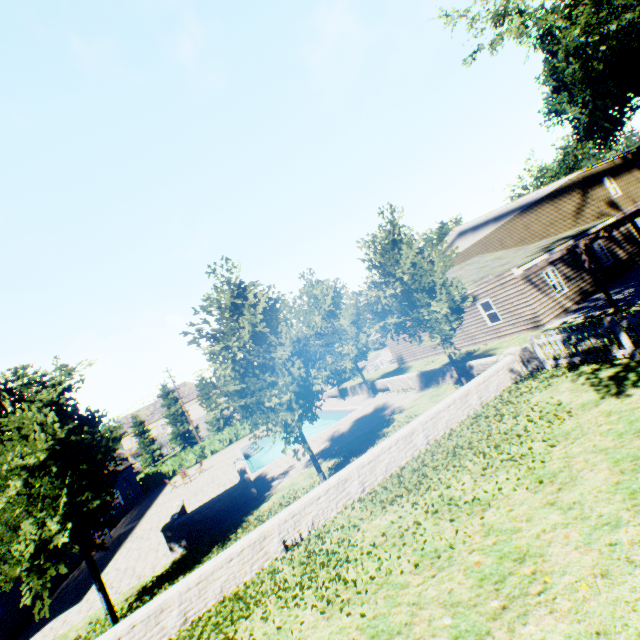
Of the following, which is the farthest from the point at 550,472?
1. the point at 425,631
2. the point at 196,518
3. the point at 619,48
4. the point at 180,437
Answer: the point at 180,437

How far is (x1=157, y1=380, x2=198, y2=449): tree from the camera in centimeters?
5109cm

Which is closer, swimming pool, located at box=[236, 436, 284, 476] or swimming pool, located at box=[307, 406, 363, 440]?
swimming pool, located at box=[236, 436, 284, 476]

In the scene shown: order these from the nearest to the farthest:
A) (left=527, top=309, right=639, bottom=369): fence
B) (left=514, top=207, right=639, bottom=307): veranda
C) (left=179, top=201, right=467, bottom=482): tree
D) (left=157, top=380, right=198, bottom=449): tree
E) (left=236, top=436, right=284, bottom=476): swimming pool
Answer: (left=527, top=309, right=639, bottom=369): fence
(left=179, top=201, right=467, bottom=482): tree
(left=514, top=207, right=639, bottom=307): veranda
(left=236, top=436, right=284, bottom=476): swimming pool
(left=157, top=380, right=198, bottom=449): tree

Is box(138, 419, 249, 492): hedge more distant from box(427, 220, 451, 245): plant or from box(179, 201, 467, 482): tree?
box(427, 220, 451, 245): plant

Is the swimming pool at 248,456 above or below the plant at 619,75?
below

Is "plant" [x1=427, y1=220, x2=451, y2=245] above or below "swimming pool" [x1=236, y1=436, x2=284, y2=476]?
above

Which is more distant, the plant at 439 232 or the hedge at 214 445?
the plant at 439 232
